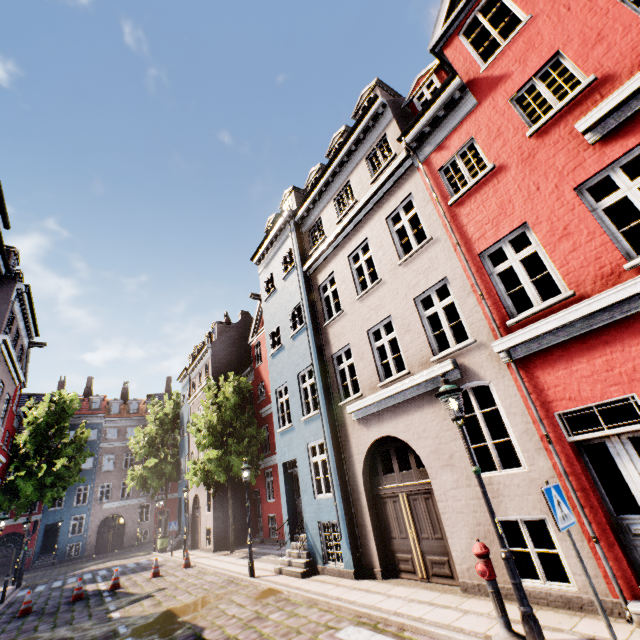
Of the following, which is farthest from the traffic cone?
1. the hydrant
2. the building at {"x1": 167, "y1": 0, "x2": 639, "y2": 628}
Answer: the hydrant

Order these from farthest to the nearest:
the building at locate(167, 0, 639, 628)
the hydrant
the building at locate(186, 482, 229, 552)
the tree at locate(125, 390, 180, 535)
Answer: the tree at locate(125, 390, 180, 535)
the building at locate(186, 482, 229, 552)
the building at locate(167, 0, 639, 628)
the hydrant

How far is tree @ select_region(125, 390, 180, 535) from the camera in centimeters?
2783cm

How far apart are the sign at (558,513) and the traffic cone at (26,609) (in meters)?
18.87

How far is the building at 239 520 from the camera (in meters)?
19.90

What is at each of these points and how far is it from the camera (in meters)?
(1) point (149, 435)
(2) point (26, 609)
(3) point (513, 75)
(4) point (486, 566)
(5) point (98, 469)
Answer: (1) tree, 29.44
(2) traffic cone, 12.60
(3) building, 7.18
(4) hydrant, 4.93
(5) building, 35.19

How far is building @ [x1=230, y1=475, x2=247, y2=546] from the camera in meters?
19.9

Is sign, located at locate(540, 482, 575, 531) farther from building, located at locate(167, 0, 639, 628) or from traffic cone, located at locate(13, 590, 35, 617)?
traffic cone, located at locate(13, 590, 35, 617)
